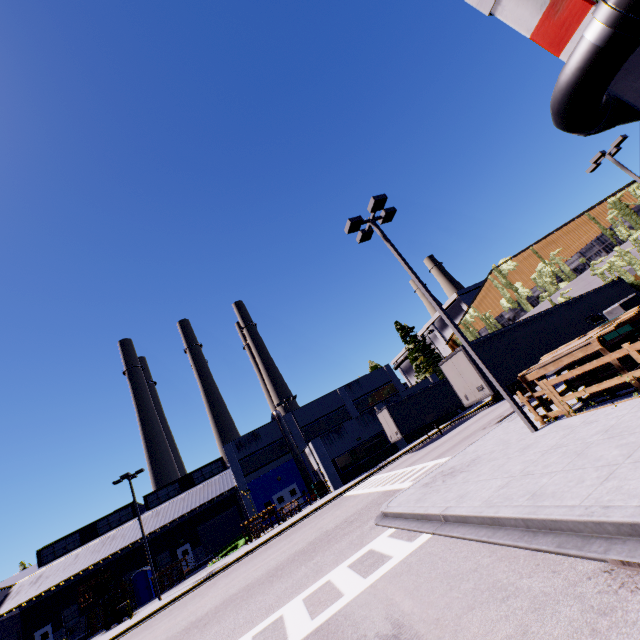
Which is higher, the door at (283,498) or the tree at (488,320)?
the tree at (488,320)

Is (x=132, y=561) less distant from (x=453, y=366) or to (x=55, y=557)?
(x=55, y=557)

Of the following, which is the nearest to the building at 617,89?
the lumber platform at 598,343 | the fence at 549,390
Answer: the fence at 549,390

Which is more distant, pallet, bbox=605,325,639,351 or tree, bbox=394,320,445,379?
tree, bbox=394,320,445,379

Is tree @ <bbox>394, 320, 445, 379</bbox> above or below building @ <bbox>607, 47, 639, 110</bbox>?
above

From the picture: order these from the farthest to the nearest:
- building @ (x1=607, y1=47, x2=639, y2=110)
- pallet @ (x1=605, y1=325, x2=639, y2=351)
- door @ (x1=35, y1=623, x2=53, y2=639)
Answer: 1. door @ (x1=35, y1=623, x2=53, y2=639)
2. pallet @ (x1=605, y1=325, x2=639, y2=351)
3. building @ (x1=607, y1=47, x2=639, y2=110)

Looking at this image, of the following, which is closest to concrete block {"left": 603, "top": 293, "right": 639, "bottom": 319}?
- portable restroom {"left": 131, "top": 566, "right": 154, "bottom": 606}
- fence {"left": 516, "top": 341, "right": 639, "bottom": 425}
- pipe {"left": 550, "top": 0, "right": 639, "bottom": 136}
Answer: pipe {"left": 550, "top": 0, "right": 639, "bottom": 136}

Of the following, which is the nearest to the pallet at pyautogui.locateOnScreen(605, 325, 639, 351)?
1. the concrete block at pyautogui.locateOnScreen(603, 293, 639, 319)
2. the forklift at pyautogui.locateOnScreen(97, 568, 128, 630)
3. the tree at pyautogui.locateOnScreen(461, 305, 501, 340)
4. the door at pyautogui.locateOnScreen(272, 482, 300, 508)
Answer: the door at pyautogui.locateOnScreen(272, 482, 300, 508)
